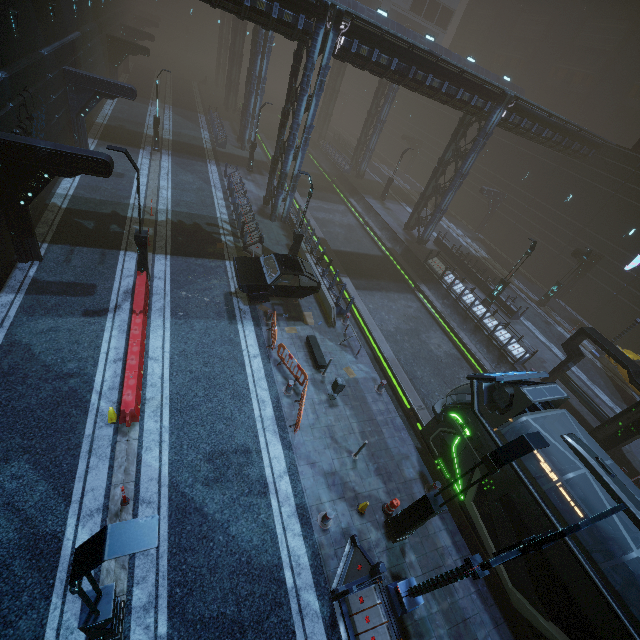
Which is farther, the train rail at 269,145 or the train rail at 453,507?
the train rail at 269,145

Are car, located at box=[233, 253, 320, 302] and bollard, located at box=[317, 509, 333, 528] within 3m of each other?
no

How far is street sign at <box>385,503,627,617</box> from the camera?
4.7m

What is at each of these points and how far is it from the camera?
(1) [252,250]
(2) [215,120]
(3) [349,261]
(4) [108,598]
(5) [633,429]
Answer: (1) barrier, 18.3 meters
(2) building, 36.3 meters
(3) train rail, 25.0 meters
(4) street light, 5.4 meters
(5) building, 15.0 meters

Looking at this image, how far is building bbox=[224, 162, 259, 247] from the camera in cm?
1953

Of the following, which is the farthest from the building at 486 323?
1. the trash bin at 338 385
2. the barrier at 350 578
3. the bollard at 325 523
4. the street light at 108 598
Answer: the trash bin at 338 385

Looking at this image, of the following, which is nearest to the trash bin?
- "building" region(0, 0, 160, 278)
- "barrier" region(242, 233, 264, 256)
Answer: "building" region(0, 0, 160, 278)

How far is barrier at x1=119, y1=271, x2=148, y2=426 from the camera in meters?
9.7
